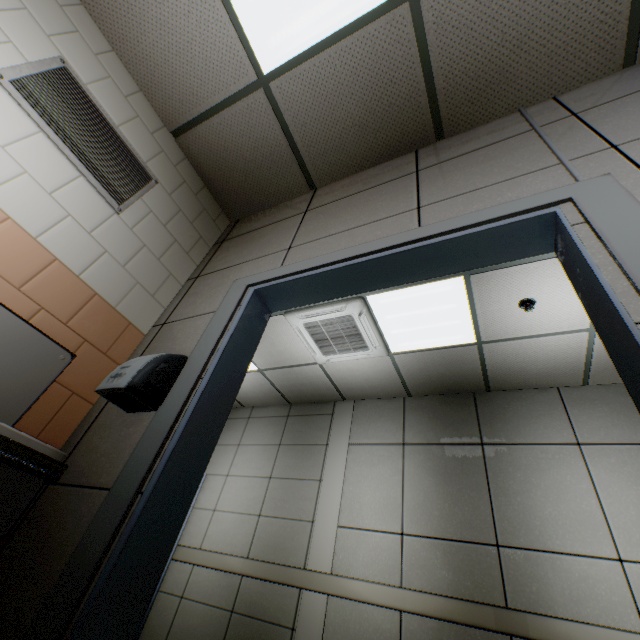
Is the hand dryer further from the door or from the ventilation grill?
the ventilation grill

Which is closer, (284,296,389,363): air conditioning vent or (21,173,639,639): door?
(21,173,639,639): door

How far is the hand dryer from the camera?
1.4 meters

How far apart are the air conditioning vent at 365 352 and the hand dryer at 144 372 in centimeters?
217cm

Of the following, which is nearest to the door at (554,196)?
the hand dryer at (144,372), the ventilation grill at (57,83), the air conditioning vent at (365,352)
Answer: the hand dryer at (144,372)

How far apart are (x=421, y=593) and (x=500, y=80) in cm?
419

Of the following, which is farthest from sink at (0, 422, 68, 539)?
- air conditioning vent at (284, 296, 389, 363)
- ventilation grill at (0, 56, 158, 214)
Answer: air conditioning vent at (284, 296, 389, 363)

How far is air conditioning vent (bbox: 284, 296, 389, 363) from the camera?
3.51m
